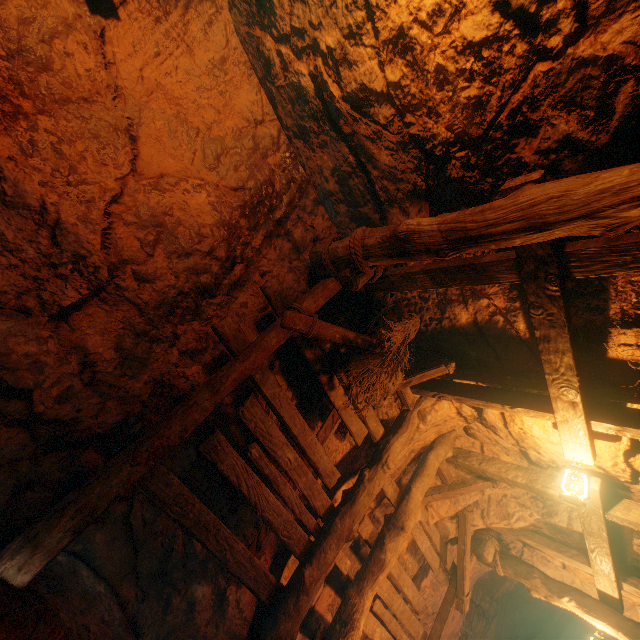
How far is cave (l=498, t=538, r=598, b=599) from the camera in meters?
6.0

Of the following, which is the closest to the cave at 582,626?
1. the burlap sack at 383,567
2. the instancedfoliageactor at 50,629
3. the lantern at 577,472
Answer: the burlap sack at 383,567

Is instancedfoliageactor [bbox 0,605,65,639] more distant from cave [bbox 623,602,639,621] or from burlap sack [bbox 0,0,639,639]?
cave [bbox 623,602,639,621]

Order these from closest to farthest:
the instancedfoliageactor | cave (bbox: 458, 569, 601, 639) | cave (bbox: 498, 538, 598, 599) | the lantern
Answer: the instancedfoliageactor
the lantern
cave (bbox: 498, 538, 598, 599)
cave (bbox: 458, 569, 601, 639)

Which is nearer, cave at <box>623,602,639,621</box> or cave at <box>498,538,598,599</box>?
cave at <box>623,602,639,621</box>

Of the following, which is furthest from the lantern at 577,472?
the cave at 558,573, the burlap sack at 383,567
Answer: the cave at 558,573

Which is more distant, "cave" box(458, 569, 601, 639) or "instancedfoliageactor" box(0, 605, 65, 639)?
"cave" box(458, 569, 601, 639)

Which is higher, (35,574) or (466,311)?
(466,311)
